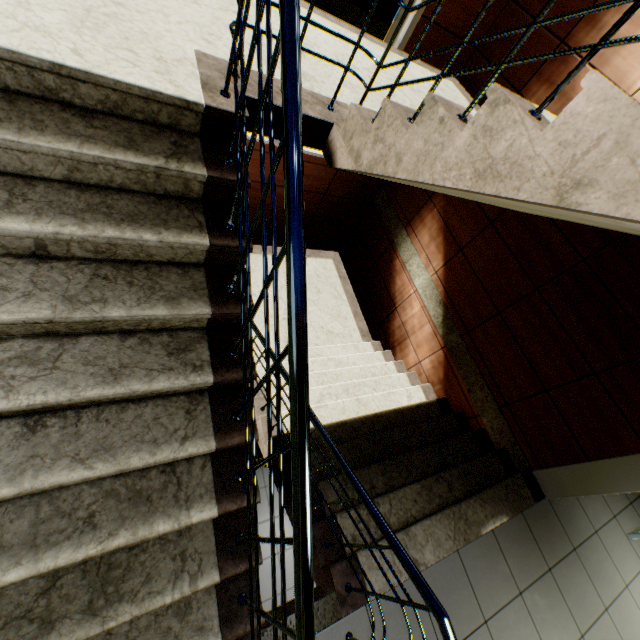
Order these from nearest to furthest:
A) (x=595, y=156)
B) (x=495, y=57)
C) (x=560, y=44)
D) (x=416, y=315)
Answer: (x=595, y=156) < (x=560, y=44) < (x=495, y=57) < (x=416, y=315)
